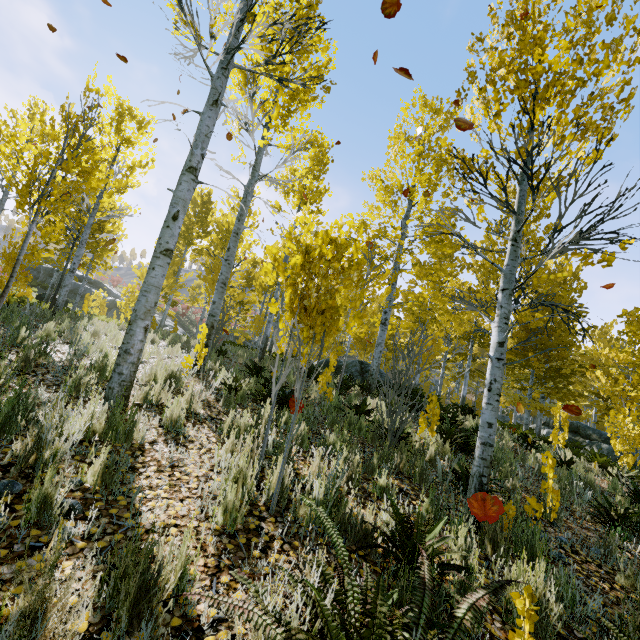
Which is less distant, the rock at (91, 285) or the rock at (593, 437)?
the rock at (593, 437)

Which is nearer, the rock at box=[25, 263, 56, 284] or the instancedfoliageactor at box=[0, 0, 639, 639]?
the instancedfoliageactor at box=[0, 0, 639, 639]

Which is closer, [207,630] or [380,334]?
[207,630]

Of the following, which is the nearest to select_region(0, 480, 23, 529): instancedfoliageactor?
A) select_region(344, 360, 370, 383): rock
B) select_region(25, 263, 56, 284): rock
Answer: select_region(344, 360, 370, 383): rock

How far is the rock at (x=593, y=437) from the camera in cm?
1517

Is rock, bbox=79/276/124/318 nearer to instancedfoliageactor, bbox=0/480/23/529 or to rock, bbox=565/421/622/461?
instancedfoliageactor, bbox=0/480/23/529

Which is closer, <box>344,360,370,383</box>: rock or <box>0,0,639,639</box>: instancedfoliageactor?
<box>0,0,639,639</box>: instancedfoliageactor

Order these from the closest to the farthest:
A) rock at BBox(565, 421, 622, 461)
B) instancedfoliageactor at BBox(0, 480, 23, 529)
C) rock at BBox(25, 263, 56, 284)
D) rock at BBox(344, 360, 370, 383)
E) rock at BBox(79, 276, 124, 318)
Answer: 1. instancedfoliageactor at BBox(0, 480, 23, 529)
2. rock at BBox(344, 360, 370, 383)
3. rock at BBox(565, 421, 622, 461)
4. rock at BBox(79, 276, 124, 318)
5. rock at BBox(25, 263, 56, 284)
